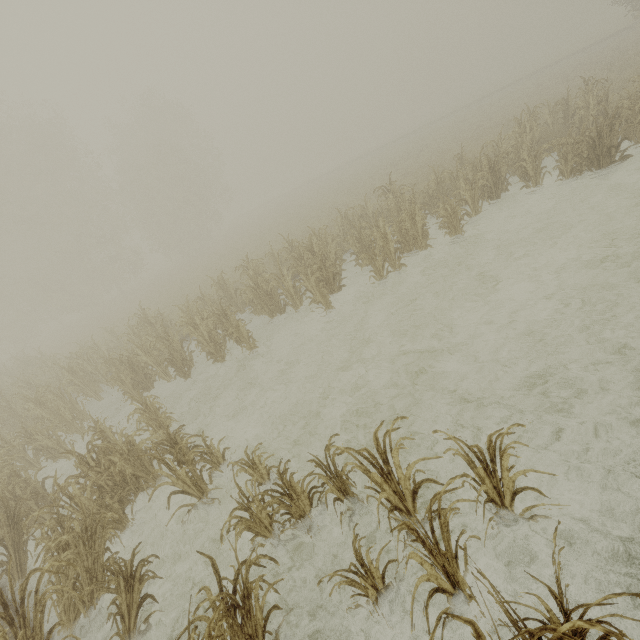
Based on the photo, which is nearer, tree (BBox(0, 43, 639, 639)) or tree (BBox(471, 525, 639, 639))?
tree (BBox(471, 525, 639, 639))

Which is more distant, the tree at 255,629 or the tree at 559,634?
the tree at 255,629

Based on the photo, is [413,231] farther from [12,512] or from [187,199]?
[187,199]
